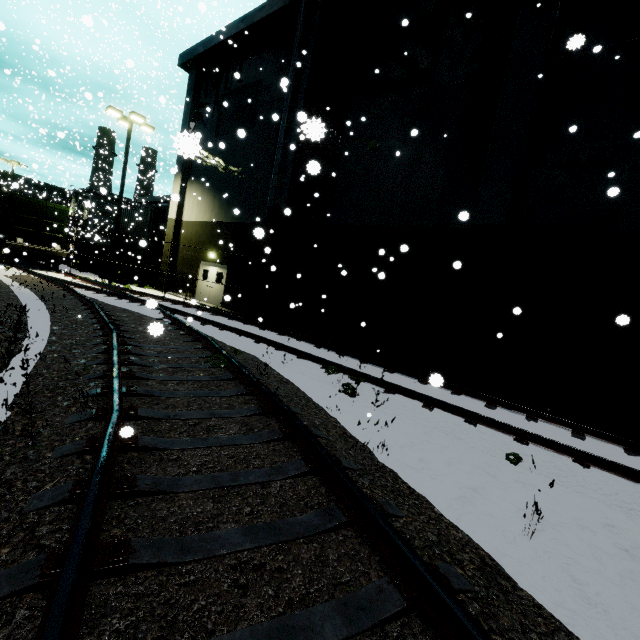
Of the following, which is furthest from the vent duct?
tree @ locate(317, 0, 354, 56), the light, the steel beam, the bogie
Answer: the steel beam

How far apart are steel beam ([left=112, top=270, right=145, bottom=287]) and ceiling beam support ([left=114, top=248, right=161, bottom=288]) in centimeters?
51cm

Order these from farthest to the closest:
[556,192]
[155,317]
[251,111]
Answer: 1. [251,111]
2. [155,317]
3. [556,192]

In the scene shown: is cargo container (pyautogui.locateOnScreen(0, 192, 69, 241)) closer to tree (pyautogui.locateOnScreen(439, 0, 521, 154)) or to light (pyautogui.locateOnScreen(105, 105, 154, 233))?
tree (pyautogui.locateOnScreen(439, 0, 521, 154))

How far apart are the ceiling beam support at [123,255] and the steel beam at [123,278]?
0.5 meters

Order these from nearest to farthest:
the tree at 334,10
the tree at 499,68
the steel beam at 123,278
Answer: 1. the tree at 499,68
2. the tree at 334,10
3. the steel beam at 123,278

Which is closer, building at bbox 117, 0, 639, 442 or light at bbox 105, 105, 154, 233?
building at bbox 117, 0, 639, 442

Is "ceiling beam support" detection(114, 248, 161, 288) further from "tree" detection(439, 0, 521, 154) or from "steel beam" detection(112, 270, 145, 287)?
"tree" detection(439, 0, 521, 154)
